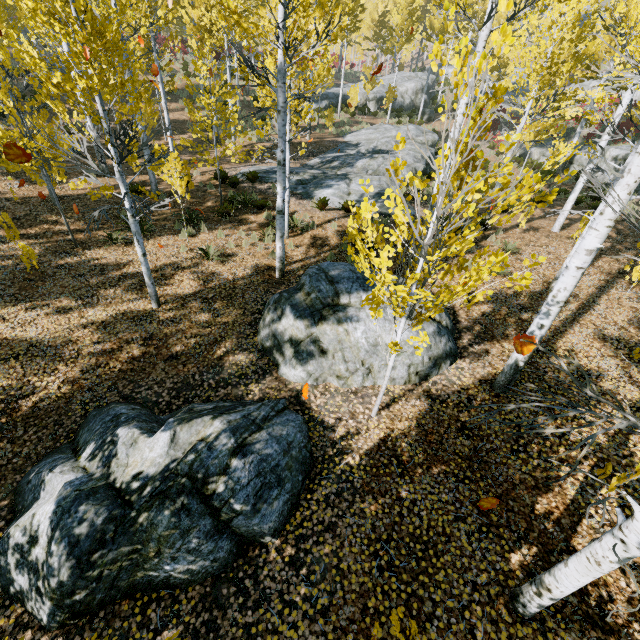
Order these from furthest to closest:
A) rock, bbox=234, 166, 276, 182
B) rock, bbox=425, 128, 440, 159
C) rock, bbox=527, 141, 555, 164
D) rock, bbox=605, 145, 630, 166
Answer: rock, bbox=527, 141, 555, 164 → rock, bbox=425, 128, 440, 159 → rock, bbox=605, 145, 630, 166 → rock, bbox=234, 166, 276, 182

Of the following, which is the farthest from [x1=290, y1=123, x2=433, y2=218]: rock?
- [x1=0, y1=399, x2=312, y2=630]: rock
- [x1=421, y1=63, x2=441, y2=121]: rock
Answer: [x1=0, y1=399, x2=312, y2=630]: rock

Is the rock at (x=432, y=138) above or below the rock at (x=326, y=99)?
below

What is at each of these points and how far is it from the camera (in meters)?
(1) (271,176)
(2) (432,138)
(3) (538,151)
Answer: (1) rock, 15.33
(2) rock, 20.58
(3) rock, 23.09

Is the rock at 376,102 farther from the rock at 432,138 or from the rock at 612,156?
the rock at 612,156

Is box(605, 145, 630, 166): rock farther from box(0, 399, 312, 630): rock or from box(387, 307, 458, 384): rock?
box(0, 399, 312, 630): rock

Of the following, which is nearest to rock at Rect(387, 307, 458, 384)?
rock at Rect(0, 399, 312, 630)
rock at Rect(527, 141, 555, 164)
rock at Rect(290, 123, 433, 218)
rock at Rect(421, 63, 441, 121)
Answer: rock at Rect(0, 399, 312, 630)

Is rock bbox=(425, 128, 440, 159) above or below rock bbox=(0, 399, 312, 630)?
above
